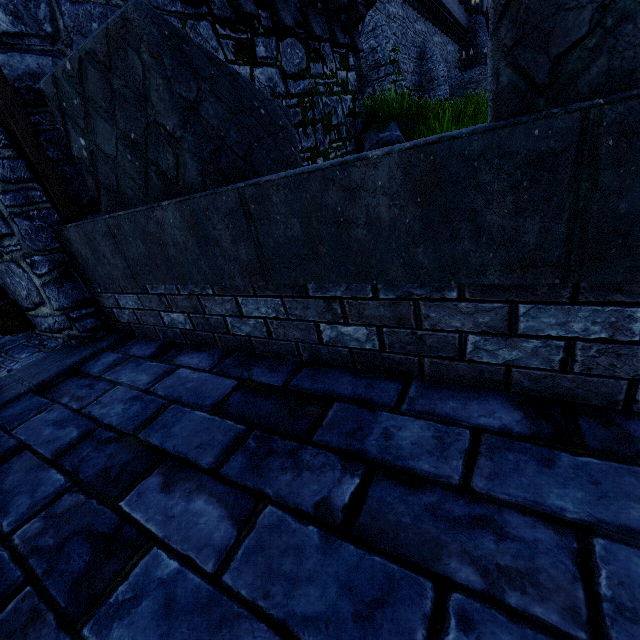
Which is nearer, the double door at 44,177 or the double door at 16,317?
the double door at 44,177

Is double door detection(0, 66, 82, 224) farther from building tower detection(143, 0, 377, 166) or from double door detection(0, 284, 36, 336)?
double door detection(0, 284, 36, 336)

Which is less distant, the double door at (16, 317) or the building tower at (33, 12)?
the building tower at (33, 12)

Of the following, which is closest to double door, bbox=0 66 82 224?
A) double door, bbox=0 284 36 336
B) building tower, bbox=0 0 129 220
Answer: building tower, bbox=0 0 129 220

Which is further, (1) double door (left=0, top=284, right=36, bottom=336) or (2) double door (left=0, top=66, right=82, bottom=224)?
(1) double door (left=0, top=284, right=36, bottom=336)

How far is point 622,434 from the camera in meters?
1.1 m
